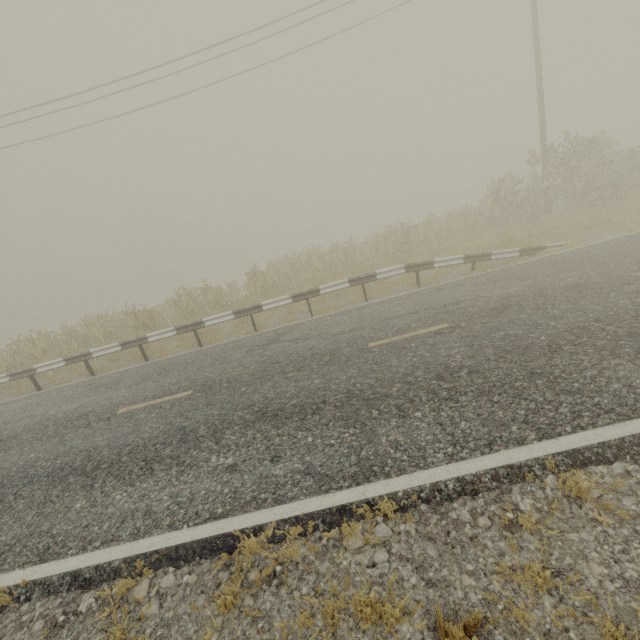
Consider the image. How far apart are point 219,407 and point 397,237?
12.79m
